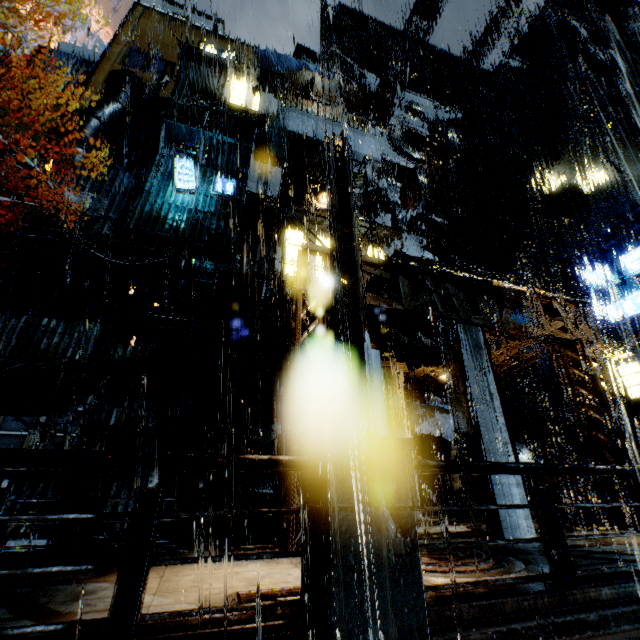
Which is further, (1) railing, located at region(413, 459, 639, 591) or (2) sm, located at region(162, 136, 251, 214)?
(2) sm, located at region(162, 136, 251, 214)

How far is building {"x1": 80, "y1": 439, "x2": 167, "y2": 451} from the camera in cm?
1249

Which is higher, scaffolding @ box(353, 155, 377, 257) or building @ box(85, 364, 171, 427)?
scaffolding @ box(353, 155, 377, 257)

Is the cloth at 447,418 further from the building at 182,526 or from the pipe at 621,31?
the pipe at 621,31

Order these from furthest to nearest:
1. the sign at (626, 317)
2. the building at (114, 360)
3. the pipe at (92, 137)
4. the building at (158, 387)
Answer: the sign at (626, 317), the pipe at (92, 137), the building at (158, 387), the building at (114, 360)

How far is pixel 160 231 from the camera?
16.45m

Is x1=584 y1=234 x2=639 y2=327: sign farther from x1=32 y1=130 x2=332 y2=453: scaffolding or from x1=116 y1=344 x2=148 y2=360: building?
x1=32 y1=130 x2=332 y2=453: scaffolding

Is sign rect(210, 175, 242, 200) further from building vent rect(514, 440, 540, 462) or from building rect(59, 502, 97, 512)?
building vent rect(514, 440, 540, 462)
